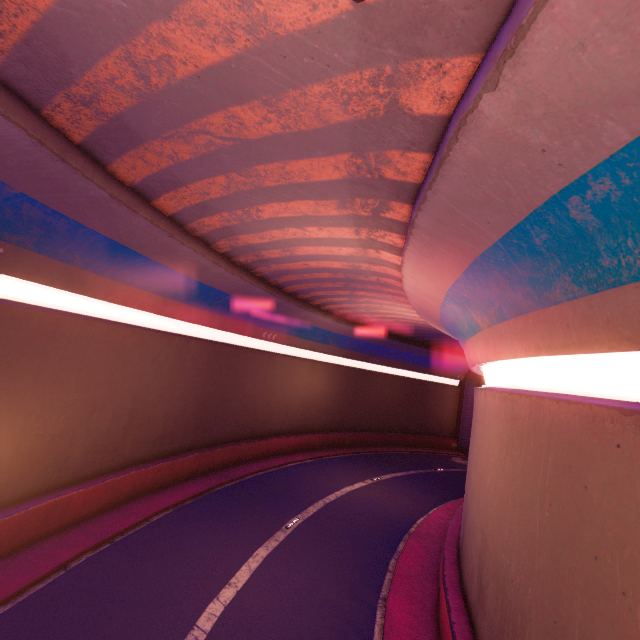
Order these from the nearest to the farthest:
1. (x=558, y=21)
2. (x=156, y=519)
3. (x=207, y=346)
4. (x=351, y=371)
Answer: (x=558, y=21) < (x=156, y=519) < (x=207, y=346) < (x=351, y=371)
